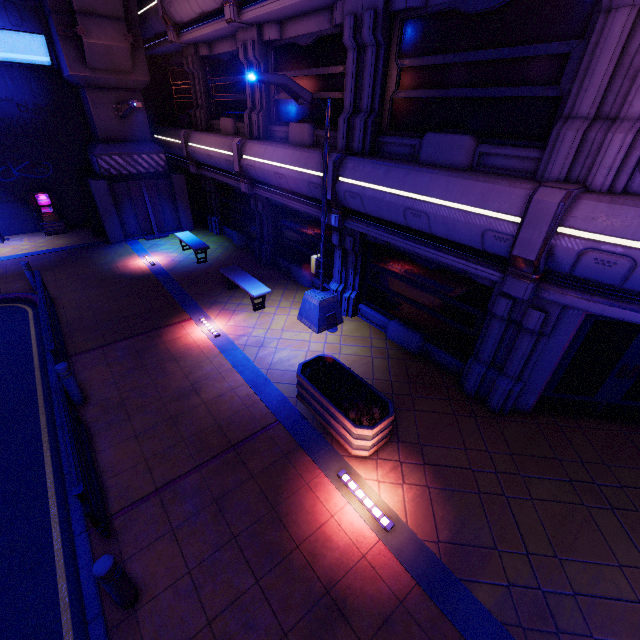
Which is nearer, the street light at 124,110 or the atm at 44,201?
the street light at 124,110

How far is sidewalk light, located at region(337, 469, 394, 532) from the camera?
5.10m

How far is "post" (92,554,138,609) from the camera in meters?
3.7

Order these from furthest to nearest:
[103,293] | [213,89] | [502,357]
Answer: [213,89], [103,293], [502,357]

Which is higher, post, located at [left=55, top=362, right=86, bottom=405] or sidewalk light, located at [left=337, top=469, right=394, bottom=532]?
post, located at [left=55, top=362, right=86, bottom=405]

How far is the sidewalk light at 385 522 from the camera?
5.1 meters

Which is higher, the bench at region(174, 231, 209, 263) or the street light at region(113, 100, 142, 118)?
the street light at region(113, 100, 142, 118)

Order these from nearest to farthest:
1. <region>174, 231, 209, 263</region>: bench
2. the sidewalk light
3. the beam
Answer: the beam
the sidewalk light
<region>174, 231, 209, 263</region>: bench
